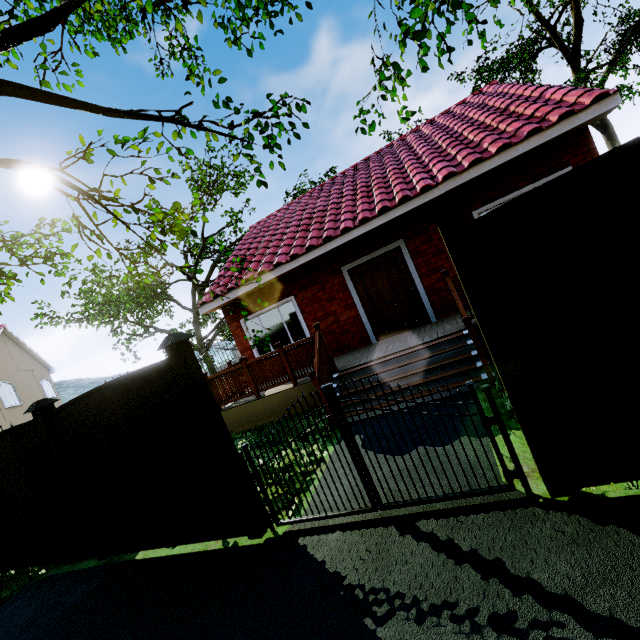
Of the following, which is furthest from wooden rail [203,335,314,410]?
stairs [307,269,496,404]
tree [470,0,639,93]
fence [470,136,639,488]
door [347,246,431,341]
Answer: tree [470,0,639,93]

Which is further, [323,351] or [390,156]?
[390,156]

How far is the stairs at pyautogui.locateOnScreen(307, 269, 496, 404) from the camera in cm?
530

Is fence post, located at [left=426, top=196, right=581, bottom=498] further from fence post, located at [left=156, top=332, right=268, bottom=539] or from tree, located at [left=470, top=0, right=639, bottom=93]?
tree, located at [left=470, top=0, right=639, bottom=93]

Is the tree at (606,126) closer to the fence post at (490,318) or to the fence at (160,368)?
the fence at (160,368)

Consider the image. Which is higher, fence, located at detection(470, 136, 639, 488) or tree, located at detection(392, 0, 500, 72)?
tree, located at detection(392, 0, 500, 72)

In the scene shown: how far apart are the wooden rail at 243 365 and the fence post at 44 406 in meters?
3.5

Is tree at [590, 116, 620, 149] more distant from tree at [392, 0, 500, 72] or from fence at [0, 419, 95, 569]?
fence at [0, 419, 95, 569]
